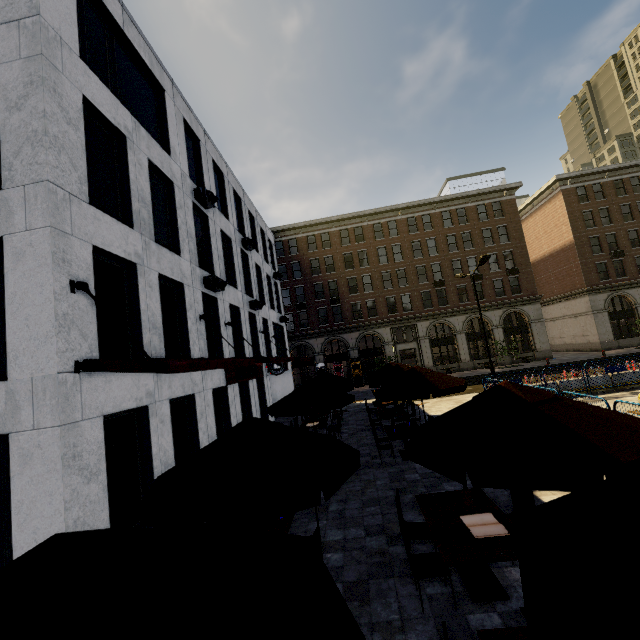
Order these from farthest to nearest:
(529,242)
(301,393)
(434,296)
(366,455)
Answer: (529,242) → (434,296) → (366,455) → (301,393)

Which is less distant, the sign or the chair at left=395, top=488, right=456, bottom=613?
the chair at left=395, top=488, right=456, bottom=613

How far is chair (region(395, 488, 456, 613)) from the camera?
4.4 meters

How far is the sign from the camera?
14.4 meters

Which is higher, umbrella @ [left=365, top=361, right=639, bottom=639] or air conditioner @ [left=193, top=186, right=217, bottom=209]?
air conditioner @ [left=193, top=186, right=217, bottom=209]

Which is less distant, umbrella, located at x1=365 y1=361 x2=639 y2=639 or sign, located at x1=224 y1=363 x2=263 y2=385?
umbrella, located at x1=365 y1=361 x2=639 y2=639

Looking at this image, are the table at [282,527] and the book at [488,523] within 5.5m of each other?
yes

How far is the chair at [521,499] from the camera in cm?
524
